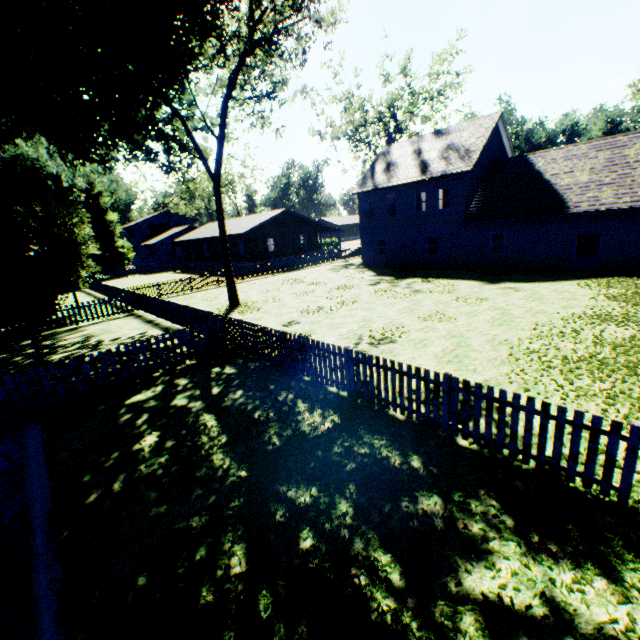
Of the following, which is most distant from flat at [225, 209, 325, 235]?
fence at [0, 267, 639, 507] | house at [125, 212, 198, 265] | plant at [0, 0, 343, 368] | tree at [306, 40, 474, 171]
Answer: tree at [306, 40, 474, 171]

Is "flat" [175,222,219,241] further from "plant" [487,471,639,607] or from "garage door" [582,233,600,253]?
"garage door" [582,233,600,253]

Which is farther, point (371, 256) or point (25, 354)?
point (371, 256)

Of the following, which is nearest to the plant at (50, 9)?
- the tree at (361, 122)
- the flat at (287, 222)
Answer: the tree at (361, 122)

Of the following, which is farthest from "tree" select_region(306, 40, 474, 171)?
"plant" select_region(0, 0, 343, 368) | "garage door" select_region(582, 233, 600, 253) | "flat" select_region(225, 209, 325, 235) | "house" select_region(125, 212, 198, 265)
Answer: "house" select_region(125, 212, 198, 265)

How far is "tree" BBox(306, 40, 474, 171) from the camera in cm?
3450

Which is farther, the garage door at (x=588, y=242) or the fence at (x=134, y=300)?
the garage door at (x=588, y=242)

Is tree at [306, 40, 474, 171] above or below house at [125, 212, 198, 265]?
above
